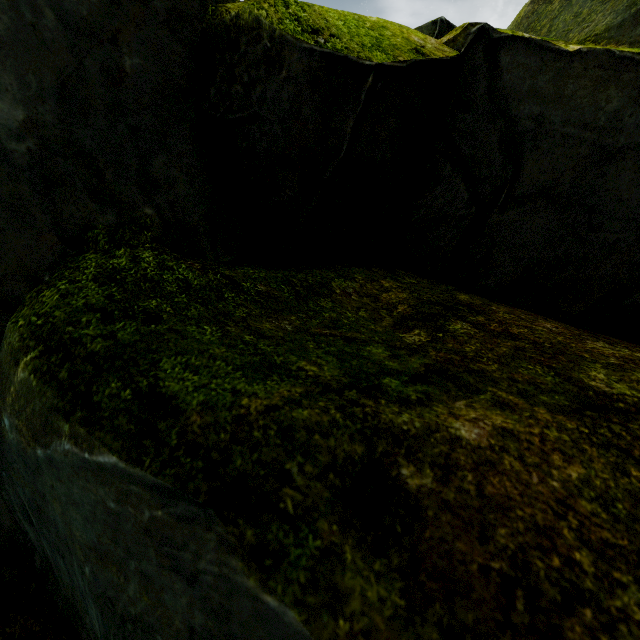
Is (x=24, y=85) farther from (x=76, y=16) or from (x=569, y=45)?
(x=569, y=45)
